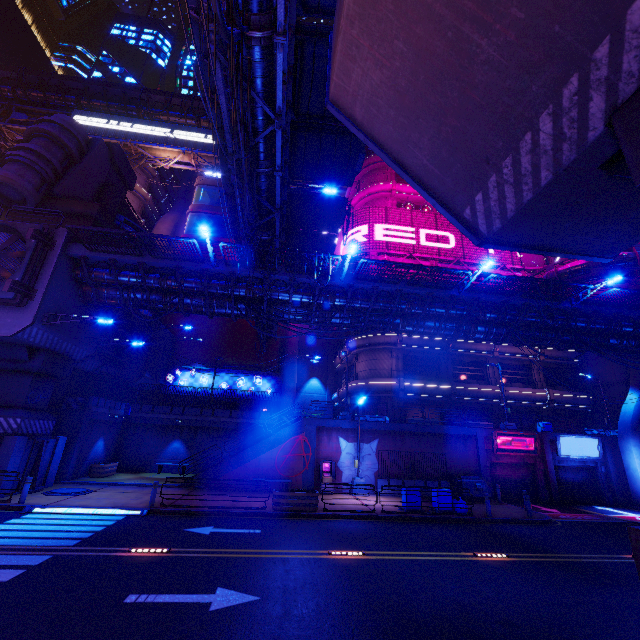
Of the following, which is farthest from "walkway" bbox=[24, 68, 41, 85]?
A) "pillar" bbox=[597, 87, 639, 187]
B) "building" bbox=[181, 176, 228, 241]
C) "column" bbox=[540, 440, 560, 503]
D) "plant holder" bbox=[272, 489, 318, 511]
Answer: "pillar" bbox=[597, 87, 639, 187]

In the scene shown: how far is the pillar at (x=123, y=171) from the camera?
28.6 meters

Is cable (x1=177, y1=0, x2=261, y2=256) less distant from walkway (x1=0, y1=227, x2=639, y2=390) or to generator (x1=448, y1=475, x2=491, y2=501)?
walkway (x1=0, y1=227, x2=639, y2=390)

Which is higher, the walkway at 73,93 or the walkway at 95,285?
the walkway at 73,93

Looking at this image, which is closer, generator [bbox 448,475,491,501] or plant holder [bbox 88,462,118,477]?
generator [bbox 448,475,491,501]

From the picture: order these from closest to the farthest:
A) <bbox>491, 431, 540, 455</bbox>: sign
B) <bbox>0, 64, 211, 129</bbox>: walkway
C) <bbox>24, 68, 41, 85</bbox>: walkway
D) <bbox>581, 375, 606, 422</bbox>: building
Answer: <bbox>491, 431, 540, 455</bbox>: sign < <bbox>581, 375, 606, 422</bbox>: building < <bbox>24, 68, 41, 85</bbox>: walkway < <bbox>0, 64, 211, 129</bbox>: walkway

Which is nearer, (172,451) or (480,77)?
(480,77)

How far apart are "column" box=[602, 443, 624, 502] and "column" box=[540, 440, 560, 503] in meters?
4.6
